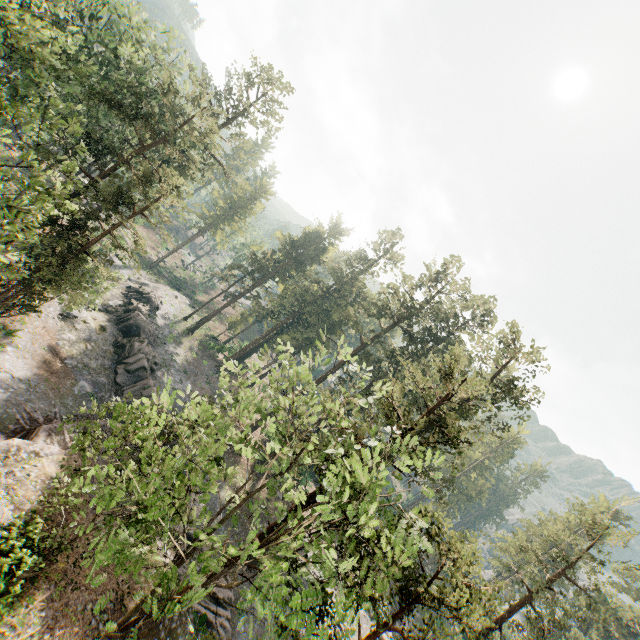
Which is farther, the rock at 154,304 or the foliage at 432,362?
the rock at 154,304

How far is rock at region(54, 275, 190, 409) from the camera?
30.58m

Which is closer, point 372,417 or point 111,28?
point 111,28

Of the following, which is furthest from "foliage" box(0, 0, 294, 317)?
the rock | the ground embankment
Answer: the rock

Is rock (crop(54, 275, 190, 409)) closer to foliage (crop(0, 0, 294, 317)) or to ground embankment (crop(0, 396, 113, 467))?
ground embankment (crop(0, 396, 113, 467))

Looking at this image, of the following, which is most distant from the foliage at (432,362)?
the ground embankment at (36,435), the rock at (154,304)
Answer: the rock at (154,304)
